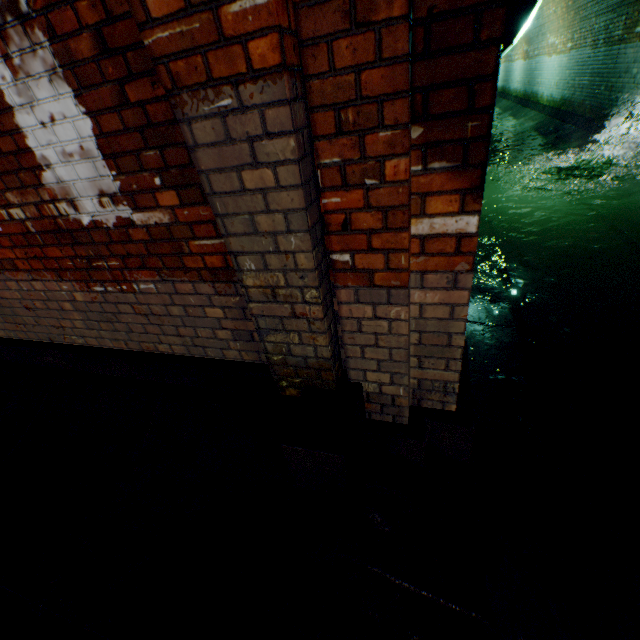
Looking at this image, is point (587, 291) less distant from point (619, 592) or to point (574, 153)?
point (619, 592)

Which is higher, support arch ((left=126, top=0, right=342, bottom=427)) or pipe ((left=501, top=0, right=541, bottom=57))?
pipe ((left=501, top=0, right=541, bottom=57))

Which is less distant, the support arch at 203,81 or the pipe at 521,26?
the support arch at 203,81

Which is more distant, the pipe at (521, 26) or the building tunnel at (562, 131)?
the pipe at (521, 26)

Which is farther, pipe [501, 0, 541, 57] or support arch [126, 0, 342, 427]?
pipe [501, 0, 541, 57]

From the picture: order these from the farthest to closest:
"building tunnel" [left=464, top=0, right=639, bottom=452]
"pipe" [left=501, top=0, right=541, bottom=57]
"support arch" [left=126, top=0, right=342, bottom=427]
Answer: "pipe" [left=501, top=0, right=541, bottom=57], "building tunnel" [left=464, top=0, right=639, bottom=452], "support arch" [left=126, top=0, right=342, bottom=427]

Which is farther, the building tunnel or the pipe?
the pipe

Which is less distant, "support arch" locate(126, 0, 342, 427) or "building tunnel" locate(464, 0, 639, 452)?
→ "support arch" locate(126, 0, 342, 427)
